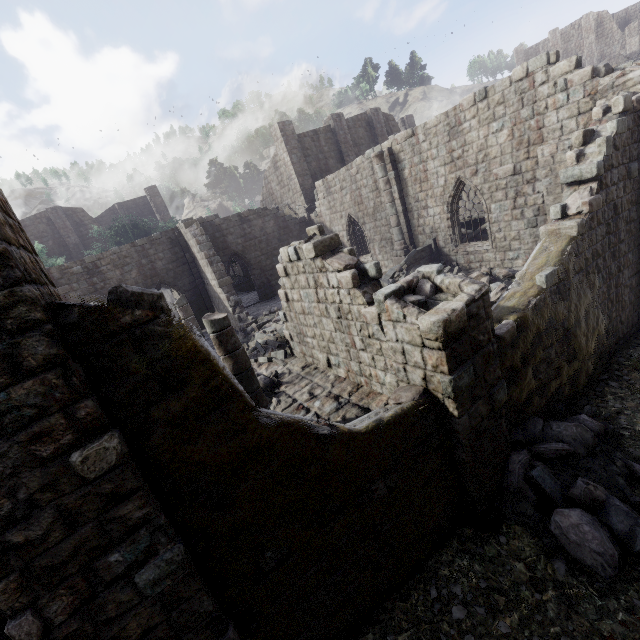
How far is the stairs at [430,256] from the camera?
15.47m

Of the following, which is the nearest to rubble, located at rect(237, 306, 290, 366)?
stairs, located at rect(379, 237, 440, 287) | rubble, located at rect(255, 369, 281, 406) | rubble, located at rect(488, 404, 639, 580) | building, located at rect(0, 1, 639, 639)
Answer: building, located at rect(0, 1, 639, 639)

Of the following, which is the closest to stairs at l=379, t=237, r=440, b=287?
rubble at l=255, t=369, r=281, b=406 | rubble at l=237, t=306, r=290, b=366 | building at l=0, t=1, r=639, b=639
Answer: building at l=0, t=1, r=639, b=639

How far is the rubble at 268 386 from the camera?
9.38m

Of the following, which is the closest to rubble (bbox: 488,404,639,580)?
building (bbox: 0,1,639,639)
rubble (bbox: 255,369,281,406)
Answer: building (bbox: 0,1,639,639)

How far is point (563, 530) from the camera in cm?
536

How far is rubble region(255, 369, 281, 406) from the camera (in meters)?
9.38

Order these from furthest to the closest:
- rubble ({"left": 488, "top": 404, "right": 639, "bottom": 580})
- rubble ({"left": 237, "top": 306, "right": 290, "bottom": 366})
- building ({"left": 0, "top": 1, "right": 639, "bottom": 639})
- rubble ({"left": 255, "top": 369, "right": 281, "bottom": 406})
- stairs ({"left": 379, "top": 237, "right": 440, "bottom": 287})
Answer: stairs ({"left": 379, "top": 237, "right": 440, "bottom": 287})
rubble ({"left": 237, "top": 306, "right": 290, "bottom": 366})
rubble ({"left": 255, "top": 369, "right": 281, "bottom": 406})
rubble ({"left": 488, "top": 404, "right": 639, "bottom": 580})
building ({"left": 0, "top": 1, "right": 639, "bottom": 639})
